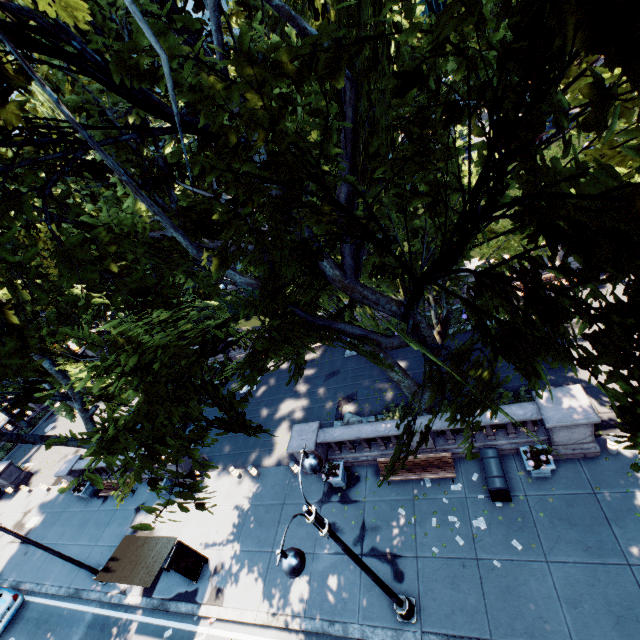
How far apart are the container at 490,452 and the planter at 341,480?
5.6 meters

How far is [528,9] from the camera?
2.8 meters

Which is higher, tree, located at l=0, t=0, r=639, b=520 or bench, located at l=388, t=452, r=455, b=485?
tree, located at l=0, t=0, r=639, b=520

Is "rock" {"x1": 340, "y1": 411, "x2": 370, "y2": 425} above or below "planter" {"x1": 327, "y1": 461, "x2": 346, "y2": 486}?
above

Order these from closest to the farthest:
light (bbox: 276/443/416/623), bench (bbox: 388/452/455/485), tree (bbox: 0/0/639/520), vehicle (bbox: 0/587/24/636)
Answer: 1. tree (bbox: 0/0/639/520)
2. light (bbox: 276/443/416/623)
3. bench (bbox: 388/452/455/485)
4. vehicle (bbox: 0/587/24/636)

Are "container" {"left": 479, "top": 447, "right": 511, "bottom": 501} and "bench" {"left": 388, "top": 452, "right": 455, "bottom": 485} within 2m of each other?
yes

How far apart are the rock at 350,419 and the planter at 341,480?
1.3 meters

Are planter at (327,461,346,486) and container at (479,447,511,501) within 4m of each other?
no
